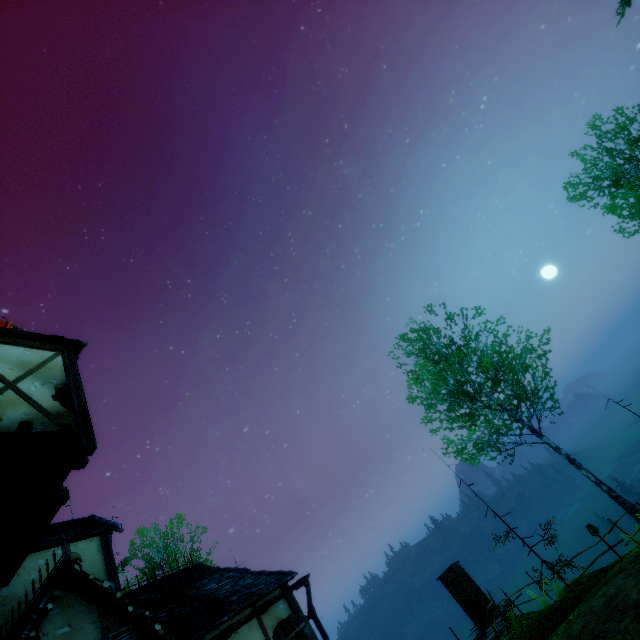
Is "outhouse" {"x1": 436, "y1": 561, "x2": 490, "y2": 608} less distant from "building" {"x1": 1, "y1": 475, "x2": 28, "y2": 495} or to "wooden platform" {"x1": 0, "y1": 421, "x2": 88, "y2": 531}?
"building" {"x1": 1, "y1": 475, "x2": 28, "y2": 495}

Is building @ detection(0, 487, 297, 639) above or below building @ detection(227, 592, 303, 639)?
above

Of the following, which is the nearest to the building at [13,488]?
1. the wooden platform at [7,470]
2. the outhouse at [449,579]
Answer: the wooden platform at [7,470]

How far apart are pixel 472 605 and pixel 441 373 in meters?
12.7

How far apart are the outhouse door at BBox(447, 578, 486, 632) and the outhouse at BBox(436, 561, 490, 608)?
0.02m

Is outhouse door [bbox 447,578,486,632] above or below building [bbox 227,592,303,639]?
below

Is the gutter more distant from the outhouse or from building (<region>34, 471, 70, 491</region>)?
the outhouse

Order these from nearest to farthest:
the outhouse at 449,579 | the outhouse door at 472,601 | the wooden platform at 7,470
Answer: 1. the wooden platform at 7,470
2. the outhouse door at 472,601
3. the outhouse at 449,579
